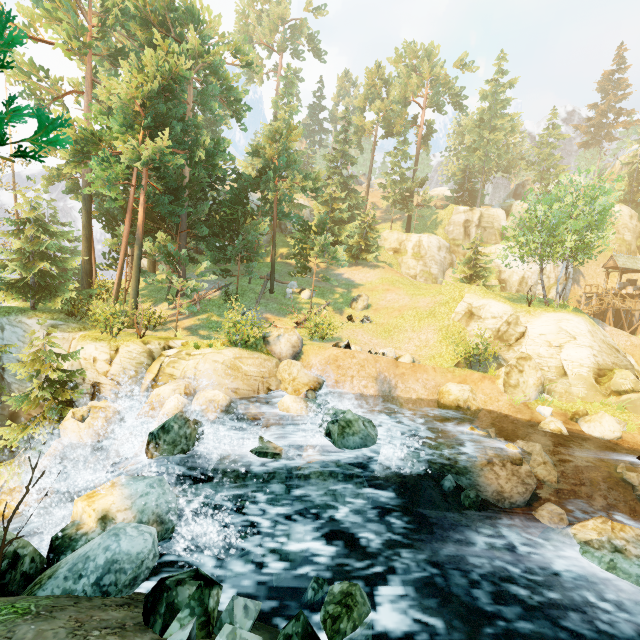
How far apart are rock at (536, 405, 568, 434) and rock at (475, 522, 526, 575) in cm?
753

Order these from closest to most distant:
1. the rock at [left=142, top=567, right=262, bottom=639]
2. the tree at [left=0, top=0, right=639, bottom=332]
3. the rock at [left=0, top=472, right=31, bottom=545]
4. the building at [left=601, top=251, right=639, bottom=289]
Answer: the rock at [left=142, top=567, right=262, bottom=639] → the rock at [left=0, top=472, right=31, bottom=545] → the tree at [left=0, top=0, right=639, bottom=332] → the building at [left=601, top=251, right=639, bottom=289]

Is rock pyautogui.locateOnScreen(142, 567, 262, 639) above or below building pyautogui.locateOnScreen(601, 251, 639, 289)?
below

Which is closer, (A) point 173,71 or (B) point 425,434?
(B) point 425,434

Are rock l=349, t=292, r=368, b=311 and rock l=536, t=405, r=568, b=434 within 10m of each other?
no

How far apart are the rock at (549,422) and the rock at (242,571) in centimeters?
1449cm

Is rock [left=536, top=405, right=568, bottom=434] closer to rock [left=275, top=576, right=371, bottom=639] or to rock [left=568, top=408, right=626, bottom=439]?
rock [left=568, top=408, right=626, bottom=439]

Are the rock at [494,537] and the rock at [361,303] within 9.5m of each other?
no
